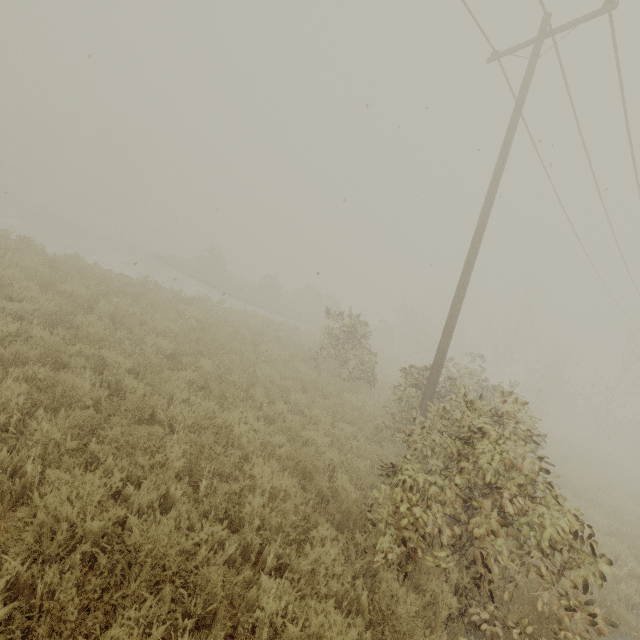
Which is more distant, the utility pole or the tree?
the tree

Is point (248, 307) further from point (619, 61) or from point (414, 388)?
point (619, 61)

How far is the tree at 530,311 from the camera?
34.19m

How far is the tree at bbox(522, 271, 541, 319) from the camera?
34.2m

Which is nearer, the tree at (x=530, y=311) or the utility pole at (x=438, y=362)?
the utility pole at (x=438, y=362)
